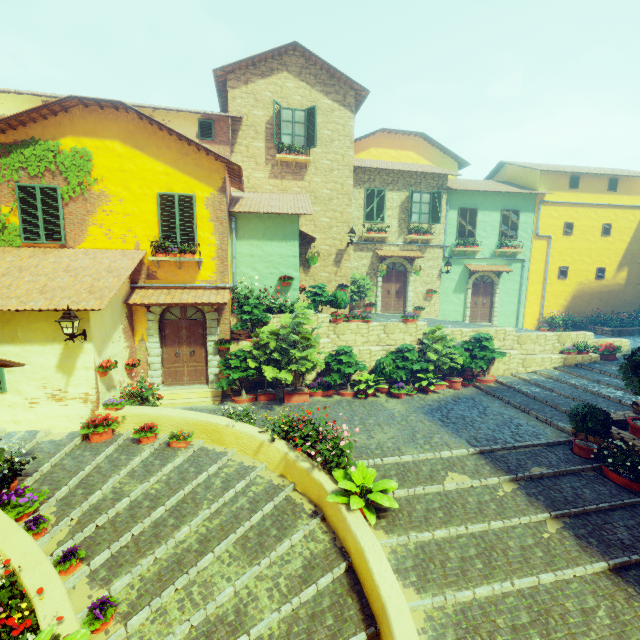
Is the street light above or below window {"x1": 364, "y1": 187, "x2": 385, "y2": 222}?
below

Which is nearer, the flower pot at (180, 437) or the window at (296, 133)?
the flower pot at (180, 437)

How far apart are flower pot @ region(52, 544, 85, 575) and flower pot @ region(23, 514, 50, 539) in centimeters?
64cm

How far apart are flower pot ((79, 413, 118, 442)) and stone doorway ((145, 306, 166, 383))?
2.37m

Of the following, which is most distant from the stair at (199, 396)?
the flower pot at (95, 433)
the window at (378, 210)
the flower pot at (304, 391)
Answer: the window at (378, 210)

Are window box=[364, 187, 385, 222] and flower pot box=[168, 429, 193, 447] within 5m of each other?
no

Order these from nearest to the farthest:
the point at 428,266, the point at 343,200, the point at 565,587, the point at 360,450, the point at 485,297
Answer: the point at 565,587 → the point at 360,450 → the point at 343,200 → the point at 428,266 → the point at 485,297

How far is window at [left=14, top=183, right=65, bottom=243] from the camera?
9.2m
